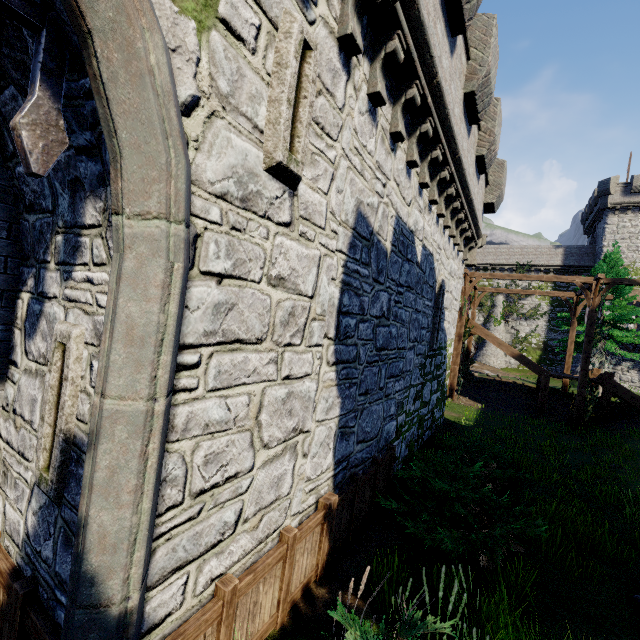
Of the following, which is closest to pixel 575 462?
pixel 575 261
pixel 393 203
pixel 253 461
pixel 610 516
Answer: pixel 610 516

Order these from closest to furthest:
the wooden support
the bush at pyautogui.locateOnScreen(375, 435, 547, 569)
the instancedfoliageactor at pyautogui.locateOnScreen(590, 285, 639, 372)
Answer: the bush at pyautogui.locateOnScreen(375, 435, 547, 569), the wooden support, the instancedfoliageactor at pyautogui.locateOnScreen(590, 285, 639, 372)

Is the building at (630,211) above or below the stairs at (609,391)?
above

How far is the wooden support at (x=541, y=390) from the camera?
18.20m

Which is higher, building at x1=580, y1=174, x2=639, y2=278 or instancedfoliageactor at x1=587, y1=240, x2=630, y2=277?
building at x1=580, y1=174, x2=639, y2=278

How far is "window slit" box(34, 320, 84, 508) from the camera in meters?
2.7 m

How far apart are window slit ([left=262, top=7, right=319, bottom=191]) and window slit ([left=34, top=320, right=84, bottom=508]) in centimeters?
208cm

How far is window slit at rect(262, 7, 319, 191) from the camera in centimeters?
300cm
